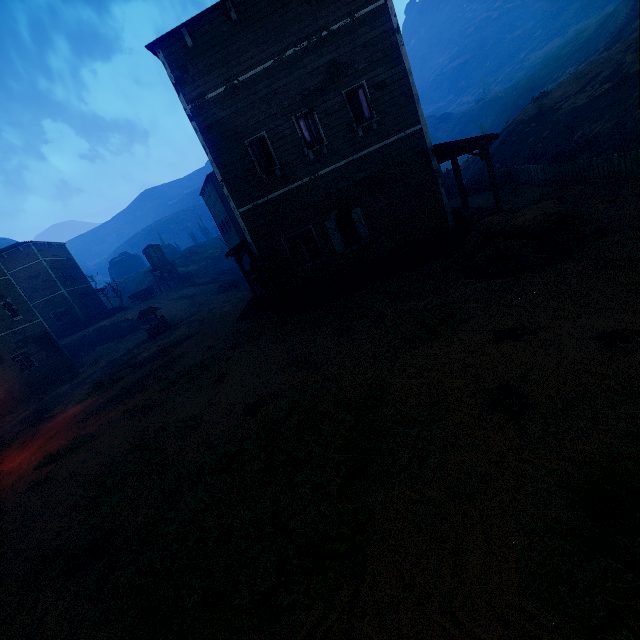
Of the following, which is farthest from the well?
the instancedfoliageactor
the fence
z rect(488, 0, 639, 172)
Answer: the fence

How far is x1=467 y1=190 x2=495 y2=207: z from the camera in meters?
18.5 m

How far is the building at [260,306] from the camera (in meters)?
17.36

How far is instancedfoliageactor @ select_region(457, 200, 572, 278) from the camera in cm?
865

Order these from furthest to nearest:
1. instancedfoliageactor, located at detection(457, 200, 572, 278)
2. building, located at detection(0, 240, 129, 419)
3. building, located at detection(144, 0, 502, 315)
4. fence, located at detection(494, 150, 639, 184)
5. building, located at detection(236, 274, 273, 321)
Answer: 1. building, located at detection(0, 240, 129, 419)
2. building, located at detection(236, 274, 273, 321)
3. fence, located at detection(494, 150, 639, 184)
4. building, located at detection(144, 0, 502, 315)
5. instancedfoliageactor, located at detection(457, 200, 572, 278)

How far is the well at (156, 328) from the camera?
26.5m

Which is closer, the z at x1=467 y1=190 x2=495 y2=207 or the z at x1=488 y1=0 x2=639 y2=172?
the z at x1=488 y1=0 x2=639 y2=172

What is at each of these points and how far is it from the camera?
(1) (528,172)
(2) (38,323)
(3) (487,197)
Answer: (1) fence, 18.8m
(2) building, 27.0m
(3) z, 20.6m
